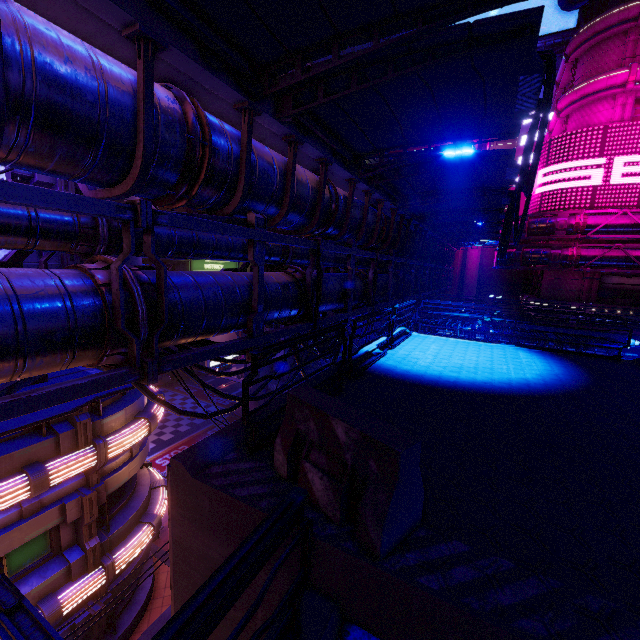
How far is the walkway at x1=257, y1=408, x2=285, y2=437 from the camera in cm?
430

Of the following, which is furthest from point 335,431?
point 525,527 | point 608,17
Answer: point 608,17

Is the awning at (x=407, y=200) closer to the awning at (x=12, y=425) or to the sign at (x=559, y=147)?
the awning at (x=12, y=425)

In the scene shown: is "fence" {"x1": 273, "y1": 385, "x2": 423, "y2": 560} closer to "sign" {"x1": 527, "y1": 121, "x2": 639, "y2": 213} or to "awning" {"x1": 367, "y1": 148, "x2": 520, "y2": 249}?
"awning" {"x1": 367, "y1": 148, "x2": 520, "y2": 249}

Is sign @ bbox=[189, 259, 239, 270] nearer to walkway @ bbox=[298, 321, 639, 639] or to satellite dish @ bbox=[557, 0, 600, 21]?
walkway @ bbox=[298, 321, 639, 639]

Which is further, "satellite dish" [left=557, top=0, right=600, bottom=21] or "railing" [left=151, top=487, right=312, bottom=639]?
"satellite dish" [left=557, top=0, right=600, bottom=21]

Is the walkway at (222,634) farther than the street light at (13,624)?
Yes

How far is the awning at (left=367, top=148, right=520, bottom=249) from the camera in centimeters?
961cm
